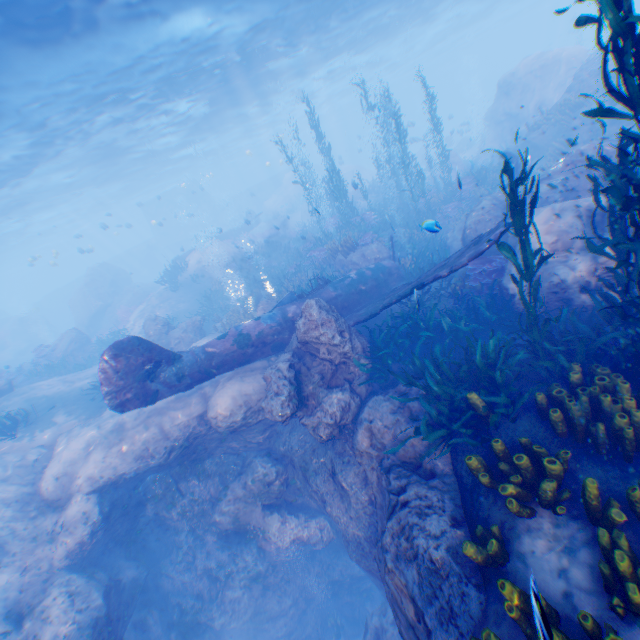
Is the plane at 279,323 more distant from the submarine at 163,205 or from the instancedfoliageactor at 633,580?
the submarine at 163,205

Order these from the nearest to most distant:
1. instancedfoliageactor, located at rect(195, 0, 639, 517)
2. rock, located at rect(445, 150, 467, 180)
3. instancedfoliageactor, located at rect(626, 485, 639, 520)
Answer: instancedfoliageactor, located at rect(626, 485, 639, 520) → instancedfoliageactor, located at rect(195, 0, 639, 517) → rock, located at rect(445, 150, 467, 180)

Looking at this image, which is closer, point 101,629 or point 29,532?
point 101,629

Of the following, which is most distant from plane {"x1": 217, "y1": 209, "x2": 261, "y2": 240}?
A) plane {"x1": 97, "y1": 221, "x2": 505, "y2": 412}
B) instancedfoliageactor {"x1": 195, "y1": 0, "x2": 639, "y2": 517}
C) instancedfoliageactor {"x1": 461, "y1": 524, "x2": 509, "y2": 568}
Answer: instancedfoliageactor {"x1": 461, "y1": 524, "x2": 509, "y2": 568}

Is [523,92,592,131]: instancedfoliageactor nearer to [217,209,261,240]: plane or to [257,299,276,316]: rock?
[257,299,276,316]: rock

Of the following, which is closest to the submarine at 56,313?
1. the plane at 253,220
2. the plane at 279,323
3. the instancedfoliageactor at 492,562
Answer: the plane at 253,220

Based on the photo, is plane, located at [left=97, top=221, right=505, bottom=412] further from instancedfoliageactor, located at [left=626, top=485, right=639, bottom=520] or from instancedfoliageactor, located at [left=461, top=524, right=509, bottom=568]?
instancedfoliageactor, located at [left=461, top=524, right=509, bottom=568]

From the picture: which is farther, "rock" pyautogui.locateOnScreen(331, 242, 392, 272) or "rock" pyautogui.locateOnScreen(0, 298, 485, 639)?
"rock" pyautogui.locateOnScreen(331, 242, 392, 272)
